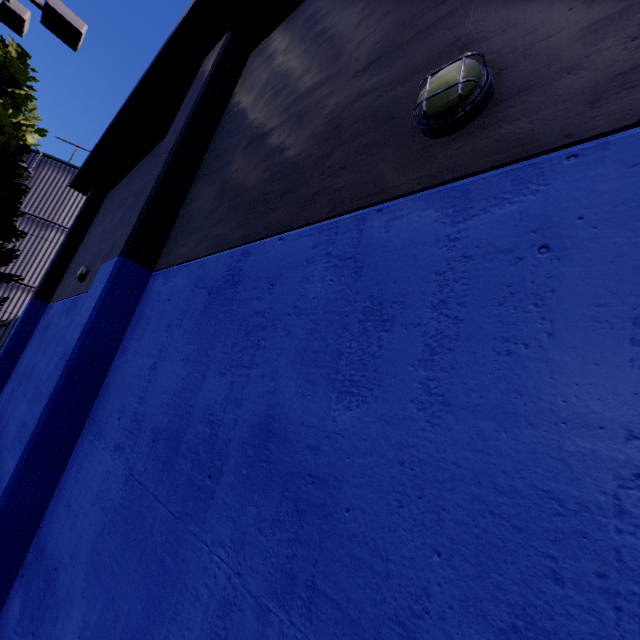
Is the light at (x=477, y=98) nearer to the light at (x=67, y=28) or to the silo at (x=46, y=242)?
the light at (x=67, y=28)

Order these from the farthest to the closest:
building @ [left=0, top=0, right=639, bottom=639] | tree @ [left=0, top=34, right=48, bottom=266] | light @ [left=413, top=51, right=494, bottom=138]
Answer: tree @ [left=0, top=34, right=48, bottom=266]
light @ [left=413, top=51, right=494, bottom=138]
building @ [left=0, top=0, right=639, bottom=639]

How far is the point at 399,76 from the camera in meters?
2.7 m

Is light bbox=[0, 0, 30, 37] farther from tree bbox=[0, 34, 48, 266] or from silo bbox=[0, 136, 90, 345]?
silo bbox=[0, 136, 90, 345]

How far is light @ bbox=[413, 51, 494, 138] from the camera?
1.9 meters

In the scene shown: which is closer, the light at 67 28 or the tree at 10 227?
the light at 67 28

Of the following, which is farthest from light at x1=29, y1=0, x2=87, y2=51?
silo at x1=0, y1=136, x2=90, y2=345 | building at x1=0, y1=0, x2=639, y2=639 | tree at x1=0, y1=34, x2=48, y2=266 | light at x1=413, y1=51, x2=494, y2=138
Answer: silo at x1=0, y1=136, x2=90, y2=345

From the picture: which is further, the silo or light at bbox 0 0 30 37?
the silo
